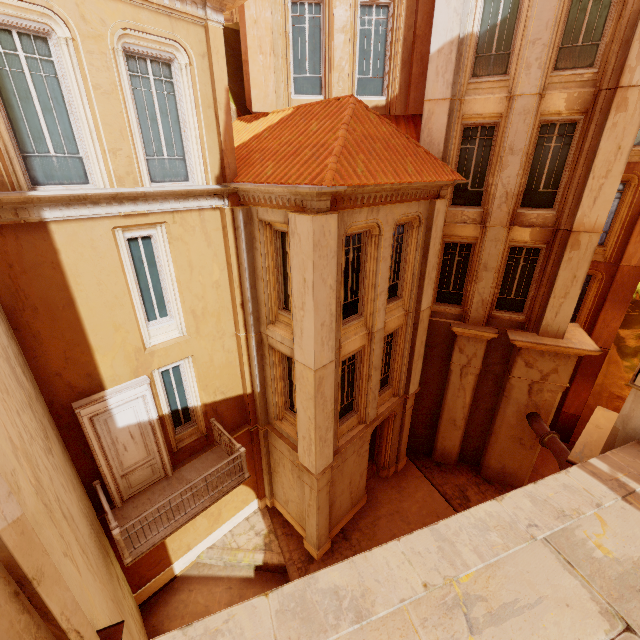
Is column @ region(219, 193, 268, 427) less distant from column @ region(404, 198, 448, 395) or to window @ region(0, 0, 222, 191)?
window @ region(0, 0, 222, 191)

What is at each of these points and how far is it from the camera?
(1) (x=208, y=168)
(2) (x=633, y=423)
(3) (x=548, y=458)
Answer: (1) window, 8.2 meters
(2) column, 2.4 meters
(3) building, 16.2 meters

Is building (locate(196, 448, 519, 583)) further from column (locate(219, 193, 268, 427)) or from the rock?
column (locate(219, 193, 268, 427))

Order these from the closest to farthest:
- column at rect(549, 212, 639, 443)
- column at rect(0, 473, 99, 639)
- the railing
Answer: column at rect(0, 473, 99, 639), the railing, column at rect(549, 212, 639, 443)

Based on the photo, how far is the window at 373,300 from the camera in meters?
8.4 m

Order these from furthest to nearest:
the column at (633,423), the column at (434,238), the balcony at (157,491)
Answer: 1. the column at (434,238)
2. the balcony at (157,491)
3. the column at (633,423)

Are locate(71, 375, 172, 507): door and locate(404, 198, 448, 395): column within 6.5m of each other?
no

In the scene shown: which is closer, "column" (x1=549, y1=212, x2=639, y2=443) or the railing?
the railing
